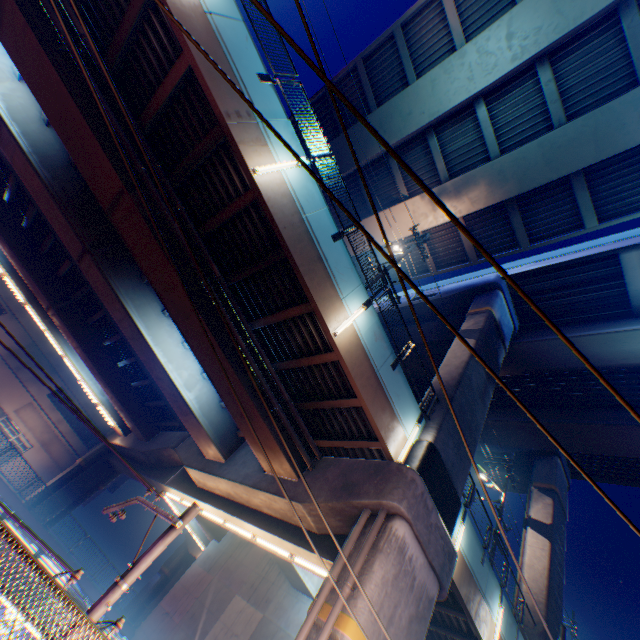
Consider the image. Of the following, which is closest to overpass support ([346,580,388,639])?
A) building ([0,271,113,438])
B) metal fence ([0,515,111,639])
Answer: metal fence ([0,515,111,639])

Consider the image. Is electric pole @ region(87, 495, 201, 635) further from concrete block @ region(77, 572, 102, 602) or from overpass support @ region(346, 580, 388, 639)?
concrete block @ region(77, 572, 102, 602)

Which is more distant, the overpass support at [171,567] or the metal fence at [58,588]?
the overpass support at [171,567]

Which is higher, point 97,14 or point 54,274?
point 97,14

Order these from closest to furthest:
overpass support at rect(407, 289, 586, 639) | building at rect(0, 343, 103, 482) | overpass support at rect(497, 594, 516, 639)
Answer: overpass support at rect(497, 594, 516, 639) → overpass support at rect(407, 289, 586, 639) → building at rect(0, 343, 103, 482)

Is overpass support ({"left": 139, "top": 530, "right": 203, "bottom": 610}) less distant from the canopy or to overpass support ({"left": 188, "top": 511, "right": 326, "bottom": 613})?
overpass support ({"left": 188, "top": 511, "right": 326, "bottom": 613})

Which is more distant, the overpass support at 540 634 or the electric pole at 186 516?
the overpass support at 540 634

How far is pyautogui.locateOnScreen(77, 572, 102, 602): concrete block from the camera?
20.09m
